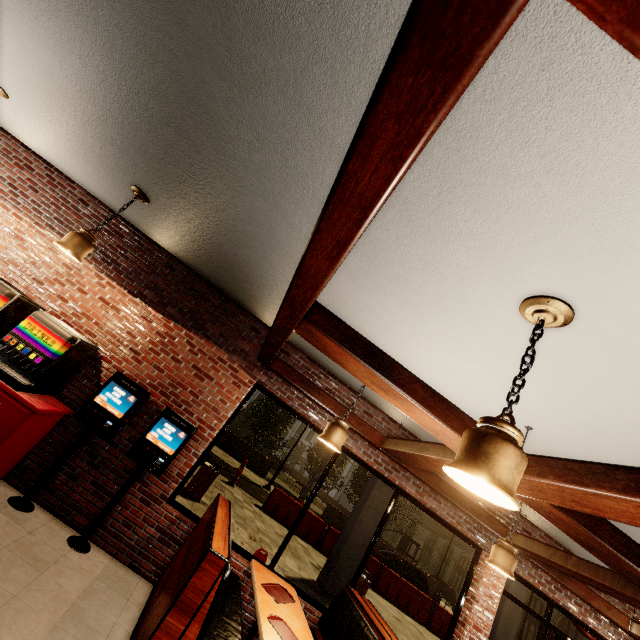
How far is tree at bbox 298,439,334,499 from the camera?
27.2m

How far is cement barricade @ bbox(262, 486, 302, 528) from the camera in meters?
12.7

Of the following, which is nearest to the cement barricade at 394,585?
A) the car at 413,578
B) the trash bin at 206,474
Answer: the car at 413,578

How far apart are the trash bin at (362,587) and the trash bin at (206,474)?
4.5m

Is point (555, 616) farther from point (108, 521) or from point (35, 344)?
point (35, 344)

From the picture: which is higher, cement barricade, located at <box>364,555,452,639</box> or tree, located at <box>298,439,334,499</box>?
tree, located at <box>298,439,334,499</box>

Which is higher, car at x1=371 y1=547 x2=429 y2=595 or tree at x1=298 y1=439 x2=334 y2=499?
tree at x1=298 y1=439 x2=334 y2=499

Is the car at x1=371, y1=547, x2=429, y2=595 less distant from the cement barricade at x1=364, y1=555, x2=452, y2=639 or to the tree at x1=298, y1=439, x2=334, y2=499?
the cement barricade at x1=364, y1=555, x2=452, y2=639
